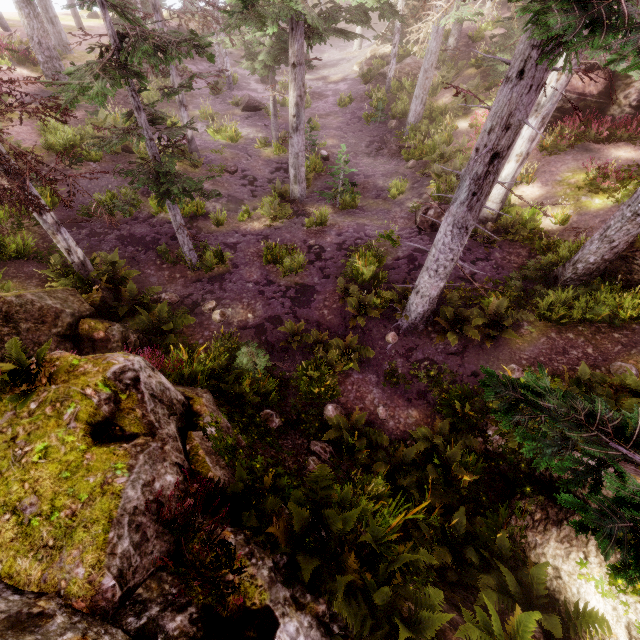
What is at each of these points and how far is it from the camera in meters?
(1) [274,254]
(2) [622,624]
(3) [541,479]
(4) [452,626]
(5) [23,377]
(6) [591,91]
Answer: (1) instancedfoliageactor, 13.6
(2) rock, 5.3
(3) rock, 7.6
(4) rock, 5.3
(5) instancedfoliageactor, 4.2
(6) rock, 15.5

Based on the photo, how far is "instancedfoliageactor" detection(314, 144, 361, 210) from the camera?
15.15m

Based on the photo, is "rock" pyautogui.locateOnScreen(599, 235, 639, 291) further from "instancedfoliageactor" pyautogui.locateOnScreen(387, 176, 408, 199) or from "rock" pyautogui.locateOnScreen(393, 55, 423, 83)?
"rock" pyautogui.locateOnScreen(393, 55, 423, 83)

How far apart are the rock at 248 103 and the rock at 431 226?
15.5m

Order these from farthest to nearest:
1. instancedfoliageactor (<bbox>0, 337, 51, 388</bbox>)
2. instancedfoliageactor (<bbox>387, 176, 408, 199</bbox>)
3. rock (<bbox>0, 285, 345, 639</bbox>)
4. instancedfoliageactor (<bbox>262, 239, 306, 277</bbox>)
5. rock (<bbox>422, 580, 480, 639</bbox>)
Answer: instancedfoliageactor (<bbox>387, 176, 408, 199</bbox>) → instancedfoliageactor (<bbox>262, 239, 306, 277</bbox>) → rock (<bbox>422, 580, 480, 639</bbox>) → instancedfoliageactor (<bbox>0, 337, 51, 388</bbox>) → rock (<bbox>0, 285, 345, 639</bbox>)

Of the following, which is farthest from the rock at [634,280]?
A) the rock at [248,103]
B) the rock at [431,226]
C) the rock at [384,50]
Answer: the rock at [248,103]

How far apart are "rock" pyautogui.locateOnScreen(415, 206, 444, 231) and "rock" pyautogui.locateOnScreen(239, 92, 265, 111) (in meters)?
15.50

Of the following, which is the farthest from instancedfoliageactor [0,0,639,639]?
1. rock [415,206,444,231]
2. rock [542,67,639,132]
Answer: rock [415,206,444,231]
